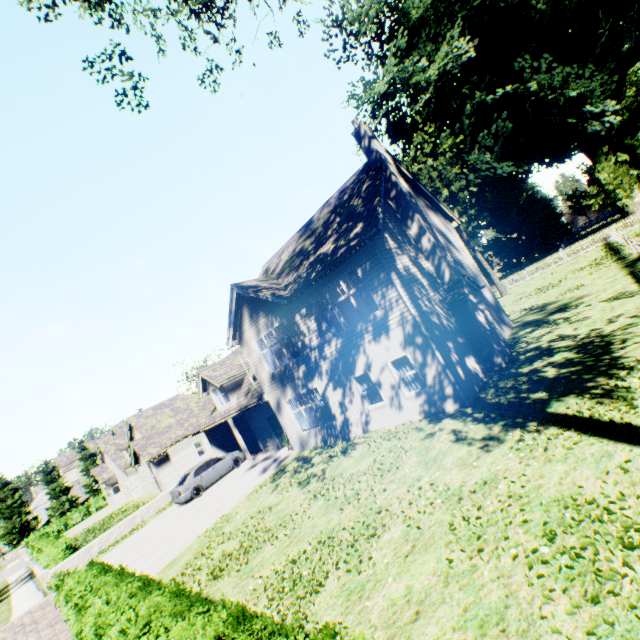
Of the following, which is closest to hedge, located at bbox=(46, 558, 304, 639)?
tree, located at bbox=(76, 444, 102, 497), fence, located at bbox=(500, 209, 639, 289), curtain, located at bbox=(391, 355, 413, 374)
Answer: fence, located at bbox=(500, 209, 639, 289)

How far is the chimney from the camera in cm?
1319

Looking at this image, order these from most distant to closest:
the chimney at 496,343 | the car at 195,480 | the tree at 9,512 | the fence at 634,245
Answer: the tree at 9,512 < the fence at 634,245 < the car at 195,480 < the chimney at 496,343

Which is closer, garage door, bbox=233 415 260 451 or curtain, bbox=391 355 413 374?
curtain, bbox=391 355 413 374

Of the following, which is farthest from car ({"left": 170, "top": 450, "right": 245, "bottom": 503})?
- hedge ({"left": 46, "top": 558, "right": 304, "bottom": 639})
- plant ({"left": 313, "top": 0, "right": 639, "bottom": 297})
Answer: plant ({"left": 313, "top": 0, "right": 639, "bottom": 297})

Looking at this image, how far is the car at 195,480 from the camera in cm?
1920

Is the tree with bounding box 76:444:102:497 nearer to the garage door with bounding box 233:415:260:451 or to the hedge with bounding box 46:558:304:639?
the hedge with bounding box 46:558:304:639

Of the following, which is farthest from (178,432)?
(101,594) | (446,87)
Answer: (446,87)
